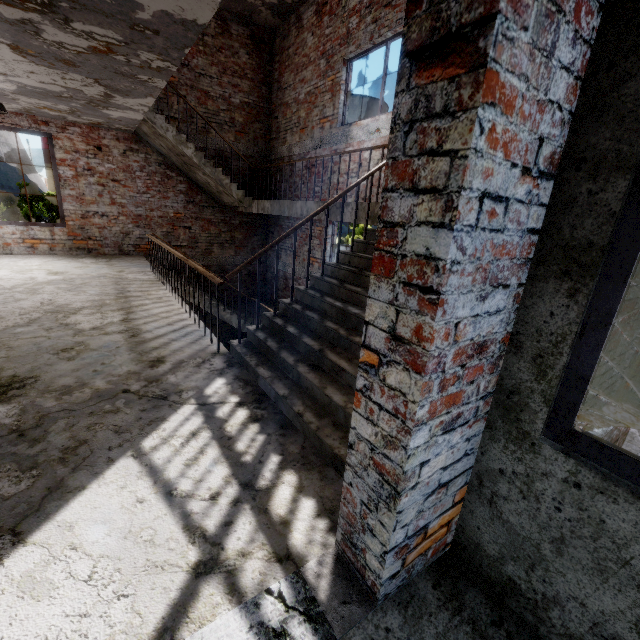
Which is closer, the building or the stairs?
the building

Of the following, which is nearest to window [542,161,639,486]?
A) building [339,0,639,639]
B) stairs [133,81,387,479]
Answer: building [339,0,639,639]

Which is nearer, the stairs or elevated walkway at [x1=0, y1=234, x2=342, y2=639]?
elevated walkway at [x1=0, y1=234, x2=342, y2=639]

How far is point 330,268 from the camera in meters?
3.9

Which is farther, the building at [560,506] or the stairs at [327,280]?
the stairs at [327,280]

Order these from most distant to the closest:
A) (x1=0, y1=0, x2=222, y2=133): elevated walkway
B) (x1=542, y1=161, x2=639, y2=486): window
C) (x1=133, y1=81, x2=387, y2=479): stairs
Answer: (x1=0, y1=0, x2=222, y2=133): elevated walkway → (x1=133, y1=81, x2=387, y2=479): stairs → (x1=542, y1=161, x2=639, y2=486): window

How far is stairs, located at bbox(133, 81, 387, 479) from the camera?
2.4 meters

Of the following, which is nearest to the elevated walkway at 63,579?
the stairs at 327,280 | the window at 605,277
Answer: the stairs at 327,280
